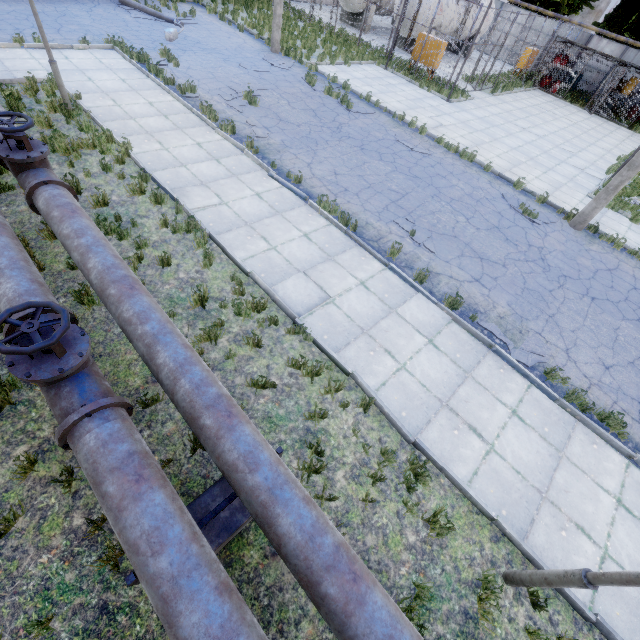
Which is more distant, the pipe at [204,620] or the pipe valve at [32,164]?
the pipe valve at [32,164]

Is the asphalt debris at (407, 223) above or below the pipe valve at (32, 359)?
below

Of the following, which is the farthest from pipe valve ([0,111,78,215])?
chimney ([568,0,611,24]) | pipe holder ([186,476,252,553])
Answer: chimney ([568,0,611,24])

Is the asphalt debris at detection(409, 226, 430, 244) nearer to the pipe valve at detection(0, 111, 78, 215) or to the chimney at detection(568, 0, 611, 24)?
the pipe valve at detection(0, 111, 78, 215)

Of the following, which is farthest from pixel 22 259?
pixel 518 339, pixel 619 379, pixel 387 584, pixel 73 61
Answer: pixel 73 61

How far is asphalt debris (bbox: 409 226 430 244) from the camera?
9.0m

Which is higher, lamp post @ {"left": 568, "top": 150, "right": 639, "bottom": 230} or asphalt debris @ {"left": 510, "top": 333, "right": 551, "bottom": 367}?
lamp post @ {"left": 568, "top": 150, "right": 639, "bottom": 230}

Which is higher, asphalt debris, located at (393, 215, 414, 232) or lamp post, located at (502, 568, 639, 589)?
lamp post, located at (502, 568, 639, 589)
